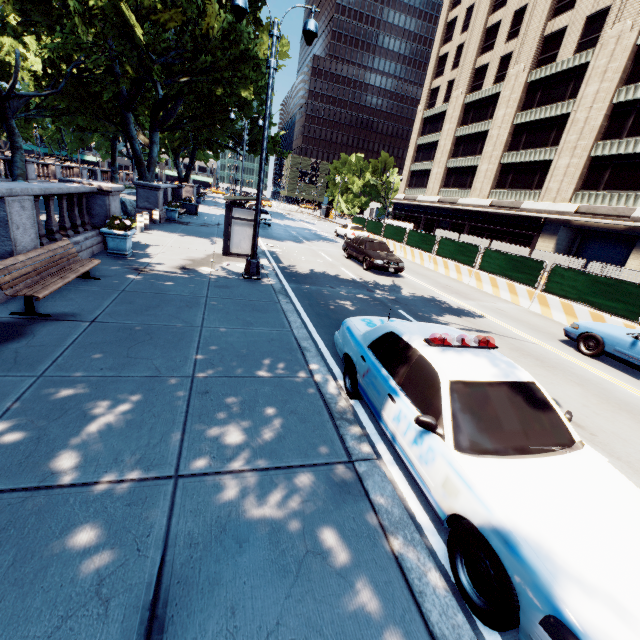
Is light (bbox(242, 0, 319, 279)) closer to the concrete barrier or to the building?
the concrete barrier

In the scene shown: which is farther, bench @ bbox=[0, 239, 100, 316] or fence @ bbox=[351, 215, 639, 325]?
fence @ bbox=[351, 215, 639, 325]

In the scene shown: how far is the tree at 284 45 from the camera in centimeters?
3083cm

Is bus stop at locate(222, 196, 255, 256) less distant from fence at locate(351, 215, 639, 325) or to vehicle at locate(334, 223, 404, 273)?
vehicle at locate(334, 223, 404, 273)

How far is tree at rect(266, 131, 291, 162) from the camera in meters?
38.5 m

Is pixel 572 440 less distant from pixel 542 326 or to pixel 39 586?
pixel 39 586

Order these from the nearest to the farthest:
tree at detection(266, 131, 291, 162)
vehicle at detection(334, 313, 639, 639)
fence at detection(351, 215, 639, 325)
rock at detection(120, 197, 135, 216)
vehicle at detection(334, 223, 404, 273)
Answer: vehicle at detection(334, 313, 639, 639), fence at detection(351, 215, 639, 325), vehicle at detection(334, 223, 404, 273), rock at detection(120, 197, 135, 216), tree at detection(266, 131, 291, 162)

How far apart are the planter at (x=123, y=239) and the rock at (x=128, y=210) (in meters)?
10.64
